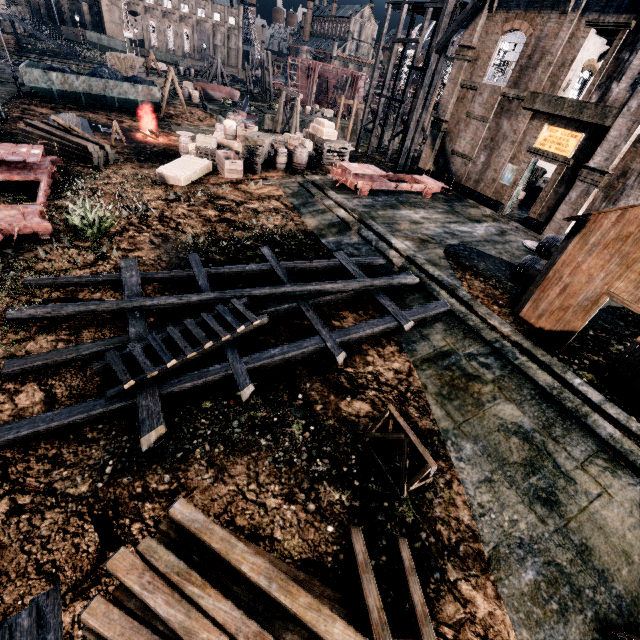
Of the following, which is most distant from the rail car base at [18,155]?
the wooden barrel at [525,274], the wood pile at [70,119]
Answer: the wooden barrel at [525,274]

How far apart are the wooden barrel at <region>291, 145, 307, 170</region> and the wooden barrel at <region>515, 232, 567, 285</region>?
15.34m

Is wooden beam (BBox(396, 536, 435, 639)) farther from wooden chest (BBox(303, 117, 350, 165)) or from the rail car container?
the rail car container

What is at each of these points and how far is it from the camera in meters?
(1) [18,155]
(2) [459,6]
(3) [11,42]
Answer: (1) rail car base, 15.2 m
(2) wooden scaffolding, 22.6 m
(3) wood pile, 46.2 m

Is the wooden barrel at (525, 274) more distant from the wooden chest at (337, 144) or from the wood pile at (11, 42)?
the wood pile at (11, 42)

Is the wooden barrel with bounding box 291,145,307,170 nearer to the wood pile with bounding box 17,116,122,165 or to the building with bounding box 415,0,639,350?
the wood pile with bounding box 17,116,122,165

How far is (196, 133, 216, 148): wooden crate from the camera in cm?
2134

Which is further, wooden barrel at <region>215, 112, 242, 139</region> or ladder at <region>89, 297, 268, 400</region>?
wooden barrel at <region>215, 112, 242, 139</region>
